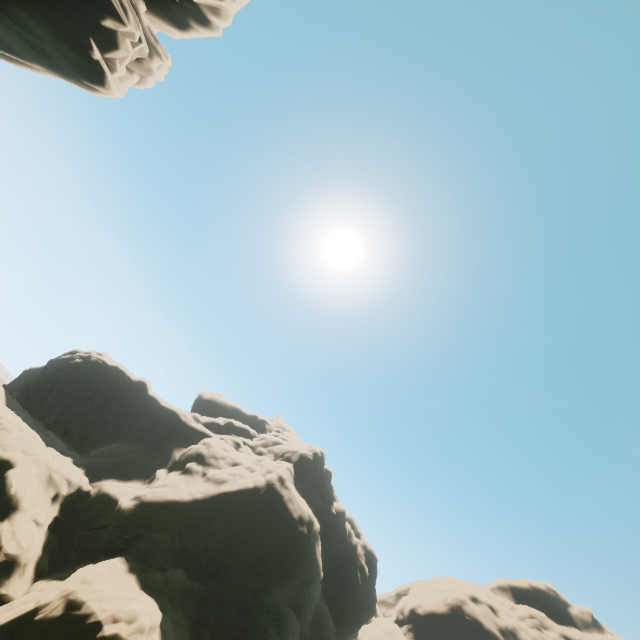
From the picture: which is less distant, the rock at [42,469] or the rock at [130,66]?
the rock at [130,66]

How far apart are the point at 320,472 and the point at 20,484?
44.56m

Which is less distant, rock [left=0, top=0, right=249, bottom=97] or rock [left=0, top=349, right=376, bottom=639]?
rock [left=0, top=0, right=249, bottom=97]
